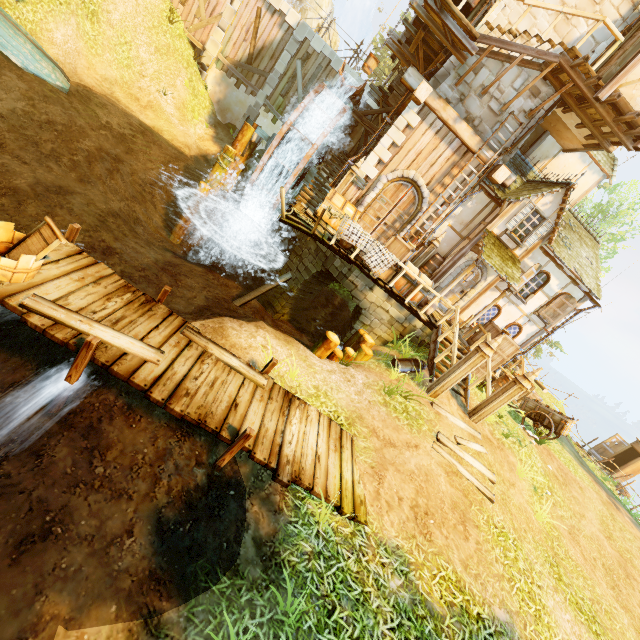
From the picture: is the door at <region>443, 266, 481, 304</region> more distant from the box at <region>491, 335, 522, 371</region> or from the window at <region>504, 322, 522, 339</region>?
the window at <region>504, 322, 522, 339</region>

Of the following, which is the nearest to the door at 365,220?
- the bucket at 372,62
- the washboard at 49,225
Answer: the bucket at 372,62

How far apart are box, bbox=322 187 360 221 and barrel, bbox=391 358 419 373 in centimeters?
521cm

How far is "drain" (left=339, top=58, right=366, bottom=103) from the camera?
12.23m

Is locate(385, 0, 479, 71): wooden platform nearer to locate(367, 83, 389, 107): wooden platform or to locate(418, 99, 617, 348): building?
locate(418, 99, 617, 348): building

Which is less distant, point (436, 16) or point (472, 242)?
point (436, 16)

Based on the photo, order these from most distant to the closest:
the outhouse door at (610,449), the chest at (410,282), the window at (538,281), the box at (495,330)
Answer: the outhouse door at (610,449) < the window at (538,281) < the box at (495,330) < the chest at (410,282)

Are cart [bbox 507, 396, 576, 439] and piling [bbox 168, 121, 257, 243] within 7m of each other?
no
